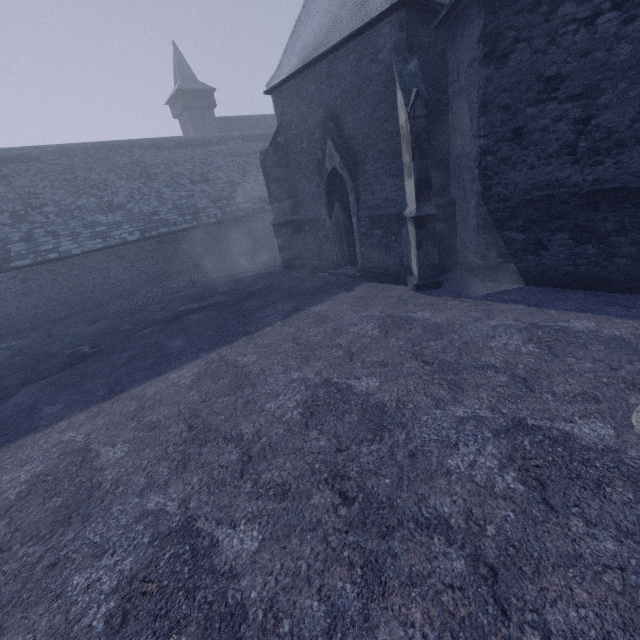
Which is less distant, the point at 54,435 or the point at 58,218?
the point at 54,435
